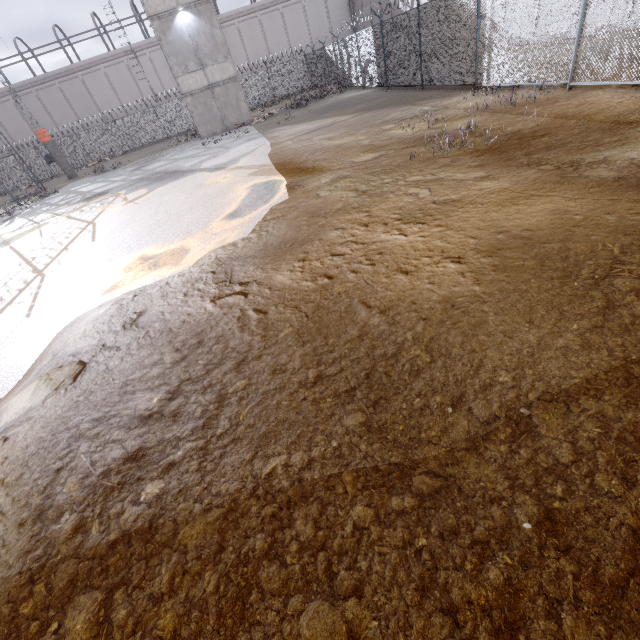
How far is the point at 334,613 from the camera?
1.7m

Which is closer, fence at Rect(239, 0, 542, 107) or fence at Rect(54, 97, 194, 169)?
fence at Rect(239, 0, 542, 107)

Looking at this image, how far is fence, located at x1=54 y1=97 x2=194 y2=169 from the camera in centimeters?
3156cm

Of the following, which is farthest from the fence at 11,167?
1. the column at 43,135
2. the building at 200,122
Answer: the building at 200,122

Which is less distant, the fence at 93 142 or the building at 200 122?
the building at 200 122

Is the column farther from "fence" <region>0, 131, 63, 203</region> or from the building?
the building

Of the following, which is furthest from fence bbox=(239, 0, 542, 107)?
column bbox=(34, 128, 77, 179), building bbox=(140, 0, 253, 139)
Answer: building bbox=(140, 0, 253, 139)
